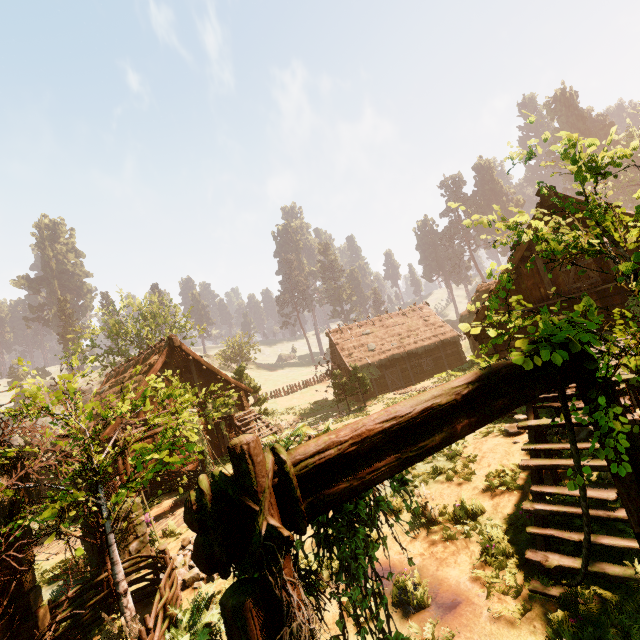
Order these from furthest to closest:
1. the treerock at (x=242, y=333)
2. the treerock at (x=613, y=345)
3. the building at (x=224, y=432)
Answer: the treerock at (x=242, y=333)
the building at (x=224, y=432)
the treerock at (x=613, y=345)

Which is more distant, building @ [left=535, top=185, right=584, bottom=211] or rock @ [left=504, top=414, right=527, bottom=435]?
building @ [left=535, top=185, right=584, bottom=211]

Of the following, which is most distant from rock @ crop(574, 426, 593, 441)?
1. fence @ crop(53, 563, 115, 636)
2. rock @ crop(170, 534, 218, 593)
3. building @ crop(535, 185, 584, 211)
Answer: fence @ crop(53, 563, 115, 636)

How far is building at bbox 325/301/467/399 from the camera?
31.7 meters

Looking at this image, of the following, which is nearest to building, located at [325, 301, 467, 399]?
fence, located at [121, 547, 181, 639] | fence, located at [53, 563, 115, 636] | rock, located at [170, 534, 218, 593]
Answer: fence, located at [53, 563, 115, 636]

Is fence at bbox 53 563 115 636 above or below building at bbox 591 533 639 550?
above

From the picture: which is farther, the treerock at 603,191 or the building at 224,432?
the building at 224,432

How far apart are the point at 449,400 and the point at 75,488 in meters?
19.0 m
